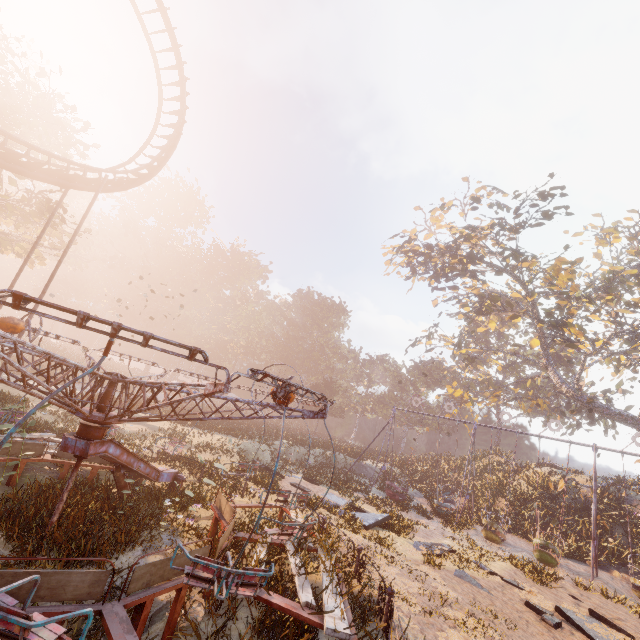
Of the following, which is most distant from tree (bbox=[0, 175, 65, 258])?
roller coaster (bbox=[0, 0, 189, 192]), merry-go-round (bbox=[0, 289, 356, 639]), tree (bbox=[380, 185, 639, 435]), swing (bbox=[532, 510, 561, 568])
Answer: tree (bbox=[380, 185, 639, 435])

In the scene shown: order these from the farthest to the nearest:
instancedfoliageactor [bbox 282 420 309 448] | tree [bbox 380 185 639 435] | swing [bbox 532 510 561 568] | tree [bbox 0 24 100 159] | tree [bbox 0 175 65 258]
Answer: instancedfoliageactor [bbox 282 420 309 448]
tree [bbox 380 185 639 435]
tree [bbox 0 175 65 258]
tree [bbox 0 24 100 159]
swing [bbox 532 510 561 568]

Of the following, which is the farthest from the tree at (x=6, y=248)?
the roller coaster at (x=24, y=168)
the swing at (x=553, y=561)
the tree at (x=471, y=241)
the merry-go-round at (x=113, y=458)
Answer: the tree at (x=471, y=241)

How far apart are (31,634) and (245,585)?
2.2 meters

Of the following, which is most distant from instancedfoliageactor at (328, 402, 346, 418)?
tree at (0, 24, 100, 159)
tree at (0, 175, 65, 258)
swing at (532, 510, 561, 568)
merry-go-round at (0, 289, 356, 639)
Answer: tree at (0, 24, 100, 159)

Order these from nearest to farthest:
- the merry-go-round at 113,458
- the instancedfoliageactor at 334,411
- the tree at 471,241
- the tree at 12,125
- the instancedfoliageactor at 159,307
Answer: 1. the merry-go-round at 113,458
2. the tree at 12,125
3. the tree at 471,241
4. the instancedfoliageactor at 334,411
5. the instancedfoliageactor at 159,307

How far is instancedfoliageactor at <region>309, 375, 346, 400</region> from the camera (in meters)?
48.56

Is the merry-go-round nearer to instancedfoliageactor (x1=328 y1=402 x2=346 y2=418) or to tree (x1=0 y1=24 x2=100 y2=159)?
instancedfoliageactor (x1=328 y1=402 x2=346 y2=418)
